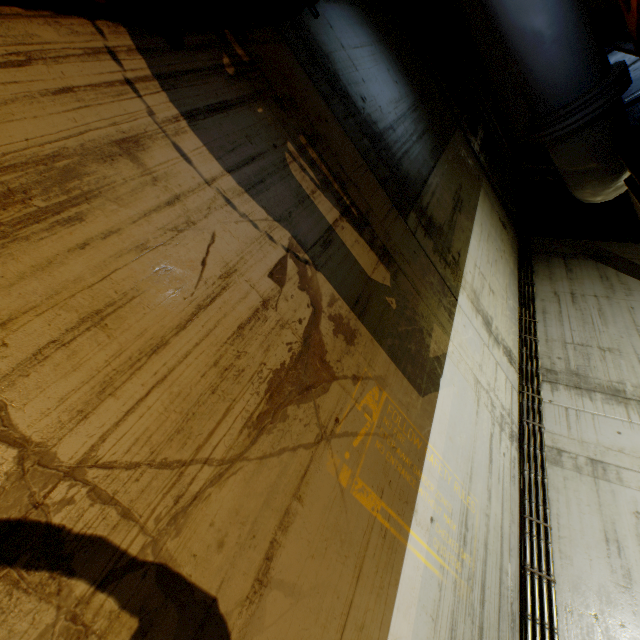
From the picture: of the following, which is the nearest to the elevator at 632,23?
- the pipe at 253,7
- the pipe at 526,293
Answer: the pipe at 253,7

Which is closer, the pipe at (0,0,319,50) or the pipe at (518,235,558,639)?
the pipe at (0,0,319,50)

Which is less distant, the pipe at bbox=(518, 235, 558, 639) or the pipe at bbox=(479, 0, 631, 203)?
the pipe at bbox=(479, 0, 631, 203)

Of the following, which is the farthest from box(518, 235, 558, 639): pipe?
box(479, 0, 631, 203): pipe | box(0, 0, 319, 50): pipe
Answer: box(0, 0, 319, 50): pipe

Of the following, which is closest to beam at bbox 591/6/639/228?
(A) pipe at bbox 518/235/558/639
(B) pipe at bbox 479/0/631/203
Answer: (B) pipe at bbox 479/0/631/203

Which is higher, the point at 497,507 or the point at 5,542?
the point at 497,507

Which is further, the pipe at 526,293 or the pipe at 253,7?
the pipe at 526,293

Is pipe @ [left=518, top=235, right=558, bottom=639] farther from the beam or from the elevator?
the elevator
